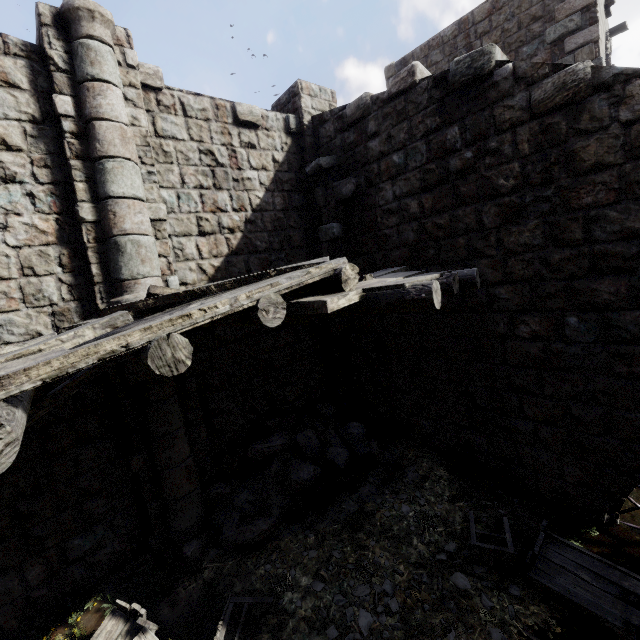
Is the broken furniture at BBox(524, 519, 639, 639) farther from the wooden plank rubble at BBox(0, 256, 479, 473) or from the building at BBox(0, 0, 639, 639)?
the wooden plank rubble at BBox(0, 256, 479, 473)

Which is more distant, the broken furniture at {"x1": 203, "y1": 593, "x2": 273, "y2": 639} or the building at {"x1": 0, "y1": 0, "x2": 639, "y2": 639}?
the building at {"x1": 0, "y1": 0, "x2": 639, "y2": 639}

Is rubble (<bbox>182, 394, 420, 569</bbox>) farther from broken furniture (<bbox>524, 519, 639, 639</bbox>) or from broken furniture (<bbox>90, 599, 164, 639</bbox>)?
broken furniture (<bbox>524, 519, 639, 639</bbox>)

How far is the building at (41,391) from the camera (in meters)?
5.05

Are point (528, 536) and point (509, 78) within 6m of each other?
no

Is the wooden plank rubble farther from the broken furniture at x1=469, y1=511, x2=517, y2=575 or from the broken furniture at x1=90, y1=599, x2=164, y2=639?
the broken furniture at x1=469, y1=511, x2=517, y2=575

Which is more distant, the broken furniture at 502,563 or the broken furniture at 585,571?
the broken furniture at 502,563

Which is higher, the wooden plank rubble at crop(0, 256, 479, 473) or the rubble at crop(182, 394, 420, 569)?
the wooden plank rubble at crop(0, 256, 479, 473)
